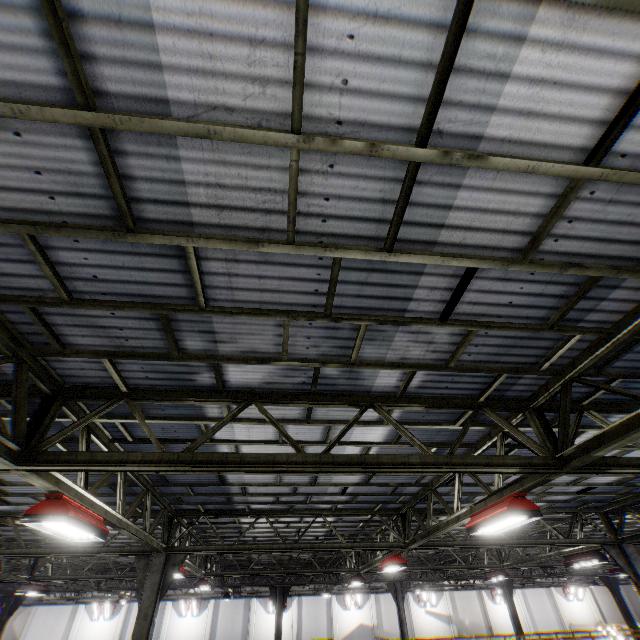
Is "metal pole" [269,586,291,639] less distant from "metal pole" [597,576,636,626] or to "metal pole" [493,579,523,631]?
"metal pole" [493,579,523,631]

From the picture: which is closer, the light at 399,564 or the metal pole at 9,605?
the light at 399,564

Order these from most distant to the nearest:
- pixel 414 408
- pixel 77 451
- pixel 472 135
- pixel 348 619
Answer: pixel 348 619 → pixel 414 408 → pixel 77 451 → pixel 472 135

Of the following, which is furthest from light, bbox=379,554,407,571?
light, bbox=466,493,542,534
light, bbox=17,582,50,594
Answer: light, bbox=17,582,50,594

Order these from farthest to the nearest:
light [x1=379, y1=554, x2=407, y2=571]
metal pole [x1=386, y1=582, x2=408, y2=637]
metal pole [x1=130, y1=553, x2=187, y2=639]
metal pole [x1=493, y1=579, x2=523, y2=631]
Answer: metal pole [x1=493, y1=579, x2=523, y2=631] < metal pole [x1=386, y1=582, x2=408, y2=637] < light [x1=379, y1=554, x2=407, y2=571] < metal pole [x1=130, y1=553, x2=187, y2=639]

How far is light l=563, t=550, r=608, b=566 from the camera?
11.72m

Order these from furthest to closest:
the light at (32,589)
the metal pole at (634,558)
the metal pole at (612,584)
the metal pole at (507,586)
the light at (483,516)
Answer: the metal pole at (612,584), the metal pole at (507,586), the light at (32,589), the metal pole at (634,558), the light at (483,516)

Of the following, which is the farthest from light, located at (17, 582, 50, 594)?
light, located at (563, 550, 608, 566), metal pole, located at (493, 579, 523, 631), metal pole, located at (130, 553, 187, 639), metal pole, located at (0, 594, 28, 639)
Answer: metal pole, located at (493, 579, 523, 631)
